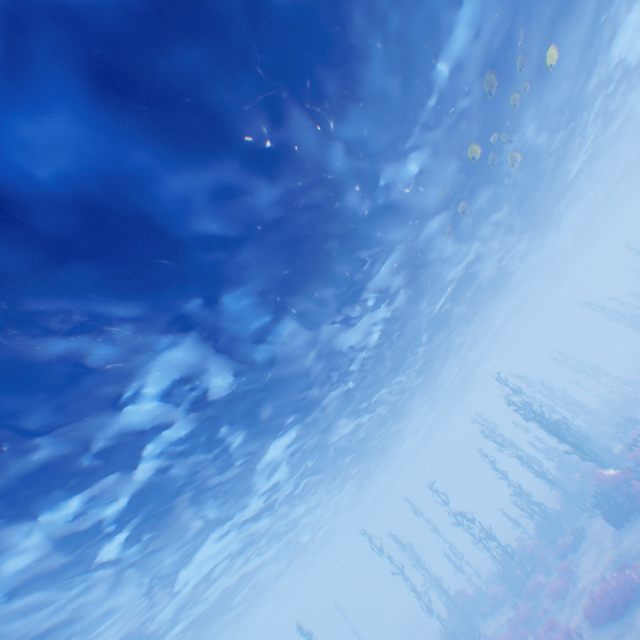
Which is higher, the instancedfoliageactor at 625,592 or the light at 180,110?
the light at 180,110

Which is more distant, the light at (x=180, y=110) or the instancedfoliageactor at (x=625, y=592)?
the instancedfoliageactor at (x=625, y=592)

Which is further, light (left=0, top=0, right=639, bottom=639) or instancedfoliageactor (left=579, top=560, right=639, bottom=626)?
instancedfoliageactor (left=579, top=560, right=639, bottom=626)

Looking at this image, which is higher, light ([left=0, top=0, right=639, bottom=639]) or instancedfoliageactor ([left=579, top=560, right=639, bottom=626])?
light ([left=0, top=0, right=639, bottom=639])

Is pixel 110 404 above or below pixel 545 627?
above
